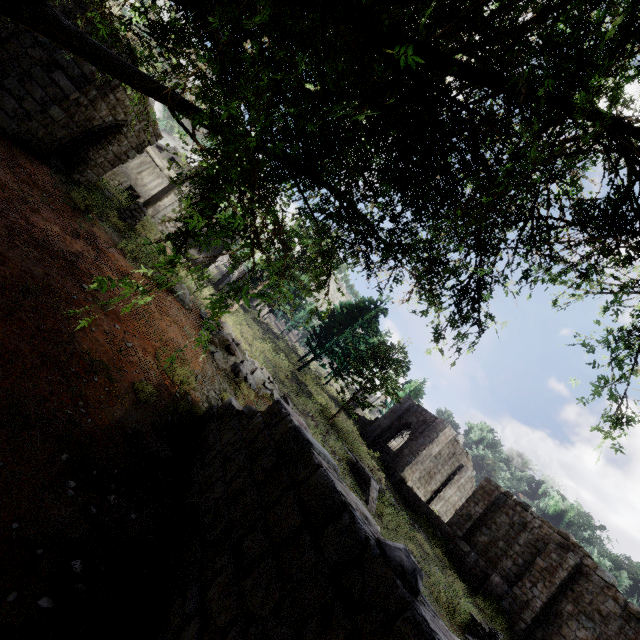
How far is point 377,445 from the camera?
29.6m

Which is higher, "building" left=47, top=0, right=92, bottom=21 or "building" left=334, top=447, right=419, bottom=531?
"building" left=47, top=0, right=92, bottom=21

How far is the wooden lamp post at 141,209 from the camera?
14.3m

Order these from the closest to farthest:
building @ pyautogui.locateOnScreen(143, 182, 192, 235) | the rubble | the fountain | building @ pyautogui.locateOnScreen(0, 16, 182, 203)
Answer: building @ pyautogui.locateOnScreen(0, 16, 182, 203), the fountain, the rubble, building @ pyautogui.locateOnScreen(143, 182, 192, 235)

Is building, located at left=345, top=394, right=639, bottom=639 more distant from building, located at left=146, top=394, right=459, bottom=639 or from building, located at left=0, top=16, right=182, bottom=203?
building, located at left=146, top=394, right=459, bottom=639

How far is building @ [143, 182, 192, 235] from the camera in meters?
21.0

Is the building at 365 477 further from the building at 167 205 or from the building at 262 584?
the building at 167 205

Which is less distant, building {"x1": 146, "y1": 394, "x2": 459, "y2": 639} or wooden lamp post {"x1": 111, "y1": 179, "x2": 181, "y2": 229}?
building {"x1": 146, "y1": 394, "x2": 459, "y2": 639}
